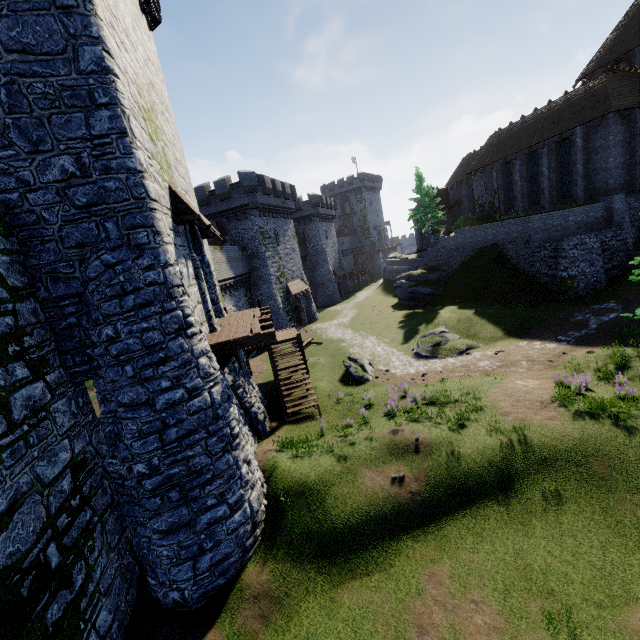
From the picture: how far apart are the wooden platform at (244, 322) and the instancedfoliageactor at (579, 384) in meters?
11.6 m

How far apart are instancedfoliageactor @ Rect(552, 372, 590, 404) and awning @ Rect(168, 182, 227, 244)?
14.45m

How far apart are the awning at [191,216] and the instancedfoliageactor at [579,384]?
14.45m

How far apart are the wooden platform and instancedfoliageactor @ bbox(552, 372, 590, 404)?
11.61m

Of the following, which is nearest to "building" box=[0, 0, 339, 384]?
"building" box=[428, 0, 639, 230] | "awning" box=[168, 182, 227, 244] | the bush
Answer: "awning" box=[168, 182, 227, 244]

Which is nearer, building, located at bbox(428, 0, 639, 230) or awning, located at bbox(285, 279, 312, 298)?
building, located at bbox(428, 0, 639, 230)

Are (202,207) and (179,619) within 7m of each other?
no

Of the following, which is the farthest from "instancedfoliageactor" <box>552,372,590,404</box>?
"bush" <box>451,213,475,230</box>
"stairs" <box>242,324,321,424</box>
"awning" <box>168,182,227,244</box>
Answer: "bush" <box>451,213,475,230</box>
